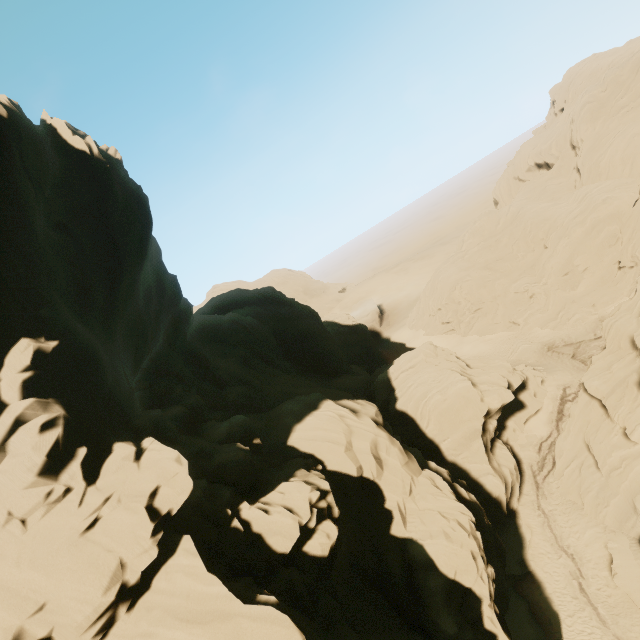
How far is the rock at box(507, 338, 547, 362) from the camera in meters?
41.7

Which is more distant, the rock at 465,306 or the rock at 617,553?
the rock at 465,306

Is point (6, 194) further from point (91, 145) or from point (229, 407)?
point (229, 407)

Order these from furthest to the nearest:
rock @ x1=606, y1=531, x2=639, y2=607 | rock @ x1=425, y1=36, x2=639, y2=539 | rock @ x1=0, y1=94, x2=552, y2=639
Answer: rock @ x1=425, y1=36, x2=639, y2=539, rock @ x1=606, y1=531, x2=639, y2=607, rock @ x1=0, y1=94, x2=552, y2=639

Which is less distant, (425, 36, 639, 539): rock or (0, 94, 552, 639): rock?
(0, 94, 552, 639): rock
